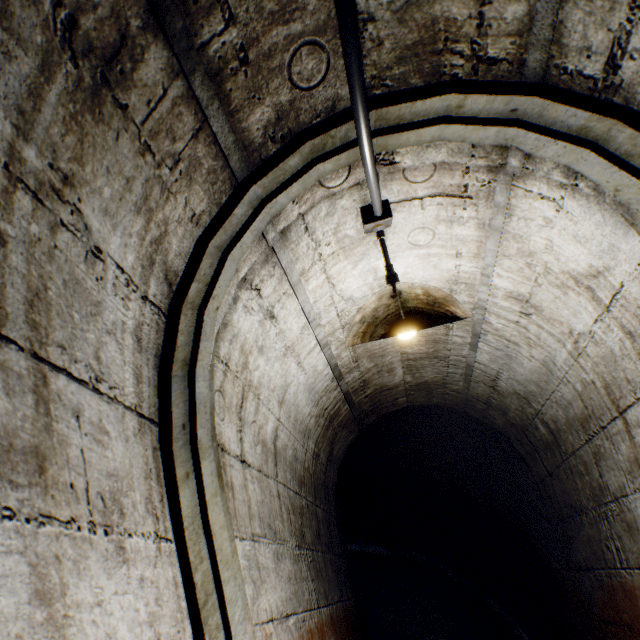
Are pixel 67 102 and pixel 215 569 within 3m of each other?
yes

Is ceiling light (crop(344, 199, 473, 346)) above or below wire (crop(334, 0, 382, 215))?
below

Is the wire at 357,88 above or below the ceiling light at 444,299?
above

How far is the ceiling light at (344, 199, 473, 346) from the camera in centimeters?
102cm

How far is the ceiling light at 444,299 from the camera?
1.0 meters
